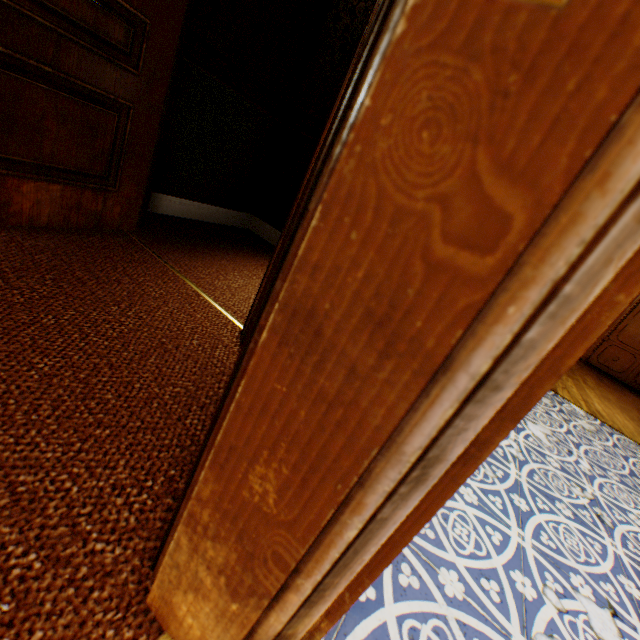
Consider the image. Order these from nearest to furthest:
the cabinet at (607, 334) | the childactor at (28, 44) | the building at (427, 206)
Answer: the building at (427, 206) → the childactor at (28, 44) → the cabinet at (607, 334)

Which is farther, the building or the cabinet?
the cabinet

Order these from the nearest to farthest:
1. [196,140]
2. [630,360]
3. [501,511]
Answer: [501,511]
[196,140]
[630,360]

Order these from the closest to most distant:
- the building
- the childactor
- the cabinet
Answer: the building < the childactor < the cabinet

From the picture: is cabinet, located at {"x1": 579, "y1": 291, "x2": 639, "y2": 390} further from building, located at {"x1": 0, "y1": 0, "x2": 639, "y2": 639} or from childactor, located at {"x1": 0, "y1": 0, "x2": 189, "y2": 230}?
childactor, located at {"x1": 0, "y1": 0, "x2": 189, "y2": 230}

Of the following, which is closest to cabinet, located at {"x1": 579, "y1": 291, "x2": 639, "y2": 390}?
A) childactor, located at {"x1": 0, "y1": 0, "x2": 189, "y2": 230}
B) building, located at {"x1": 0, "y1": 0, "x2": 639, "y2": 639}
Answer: building, located at {"x1": 0, "y1": 0, "x2": 639, "y2": 639}

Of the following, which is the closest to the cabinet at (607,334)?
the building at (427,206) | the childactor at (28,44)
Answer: the building at (427,206)
